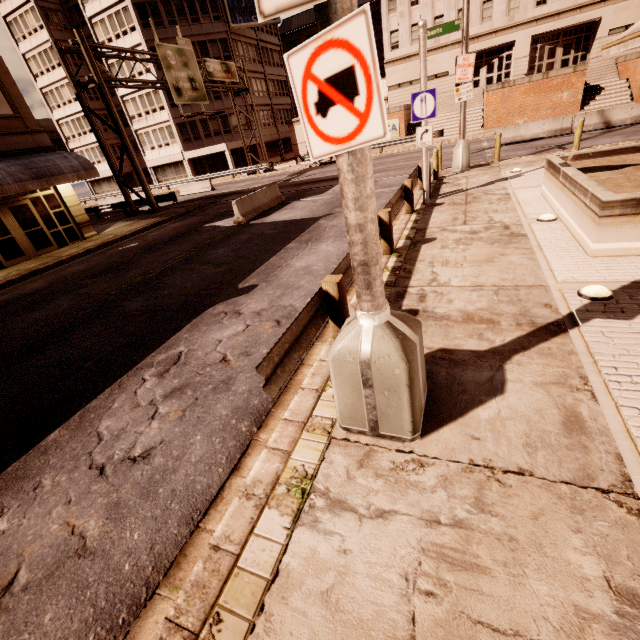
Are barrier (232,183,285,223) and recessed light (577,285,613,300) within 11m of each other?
no

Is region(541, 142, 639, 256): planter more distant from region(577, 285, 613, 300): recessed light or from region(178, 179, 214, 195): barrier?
region(178, 179, 214, 195): barrier

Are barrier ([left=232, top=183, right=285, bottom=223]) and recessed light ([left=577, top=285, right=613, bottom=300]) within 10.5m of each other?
no

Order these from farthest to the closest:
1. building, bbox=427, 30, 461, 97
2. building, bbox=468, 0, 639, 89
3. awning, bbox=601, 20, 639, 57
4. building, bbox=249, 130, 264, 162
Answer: building, bbox=249, 130, 264, 162 < building, bbox=427, 30, 461, 97 < building, bbox=468, 0, 639, 89 < awning, bbox=601, 20, 639, 57

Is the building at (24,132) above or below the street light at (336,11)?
above

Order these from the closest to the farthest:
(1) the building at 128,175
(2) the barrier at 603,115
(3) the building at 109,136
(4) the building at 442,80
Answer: (2) the barrier at 603,115 < (4) the building at 442,80 < (3) the building at 109,136 < (1) the building at 128,175

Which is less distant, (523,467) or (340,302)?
(523,467)

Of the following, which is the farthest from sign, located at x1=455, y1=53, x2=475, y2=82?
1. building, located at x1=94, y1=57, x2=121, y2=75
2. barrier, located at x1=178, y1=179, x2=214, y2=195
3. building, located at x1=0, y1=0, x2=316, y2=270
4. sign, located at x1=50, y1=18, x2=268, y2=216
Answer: building, located at x1=94, y1=57, x2=121, y2=75
